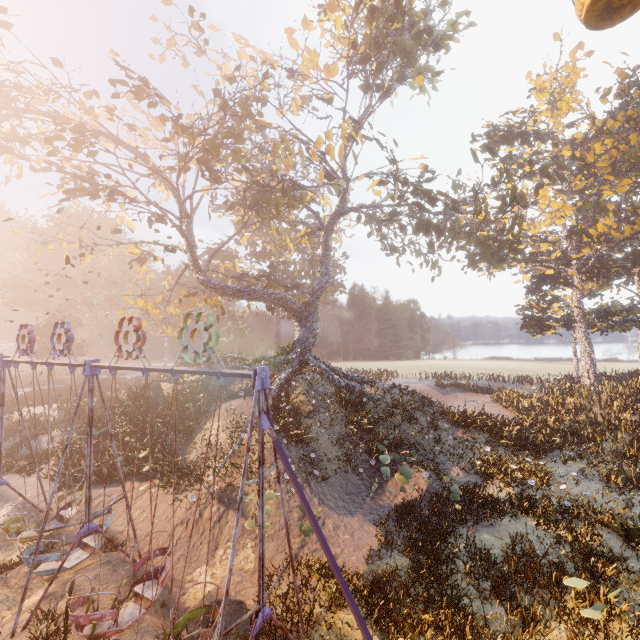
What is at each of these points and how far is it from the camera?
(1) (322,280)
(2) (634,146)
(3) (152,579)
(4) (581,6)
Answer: (1) tree, 23.61m
(2) instancedfoliageactor, 23.75m
(3) swing, 8.09m
(4) ferris wheel, 8.62m

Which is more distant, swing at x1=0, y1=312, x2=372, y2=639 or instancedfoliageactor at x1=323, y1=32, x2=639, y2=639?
instancedfoliageactor at x1=323, y1=32, x2=639, y2=639

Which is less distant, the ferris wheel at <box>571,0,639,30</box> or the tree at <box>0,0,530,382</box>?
the ferris wheel at <box>571,0,639,30</box>

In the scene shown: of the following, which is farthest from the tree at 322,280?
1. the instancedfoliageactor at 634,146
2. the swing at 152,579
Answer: the swing at 152,579

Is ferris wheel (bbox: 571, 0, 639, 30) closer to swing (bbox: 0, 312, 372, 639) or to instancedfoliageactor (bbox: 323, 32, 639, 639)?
swing (bbox: 0, 312, 372, 639)

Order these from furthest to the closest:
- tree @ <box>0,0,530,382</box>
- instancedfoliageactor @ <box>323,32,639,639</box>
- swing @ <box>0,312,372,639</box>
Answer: tree @ <box>0,0,530,382</box>
instancedfoliageactor @ <box>323,32,639,639</box>
swing @ <box>0,312,372,639</box>

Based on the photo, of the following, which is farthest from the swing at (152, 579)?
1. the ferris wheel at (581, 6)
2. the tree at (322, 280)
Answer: the ferris wheel at (581, 6)

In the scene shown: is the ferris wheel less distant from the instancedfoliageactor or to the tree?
the tree
